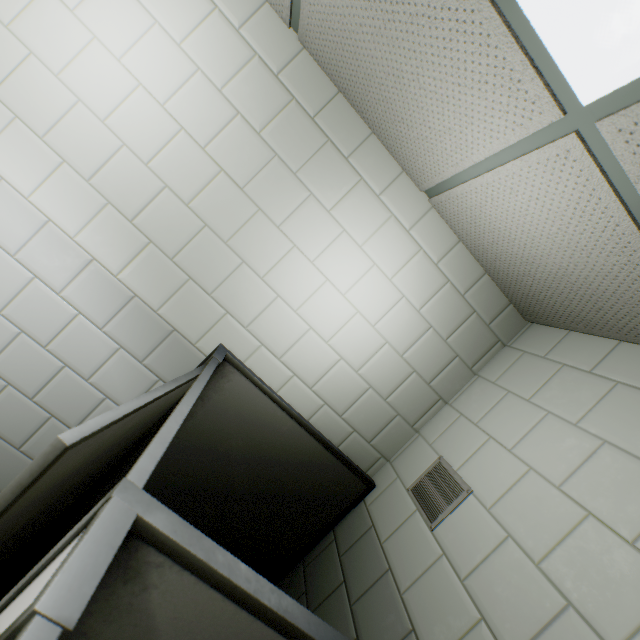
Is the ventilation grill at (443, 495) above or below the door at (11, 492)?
above

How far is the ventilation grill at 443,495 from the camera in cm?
143

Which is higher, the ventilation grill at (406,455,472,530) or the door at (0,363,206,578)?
the ventilation grill at (406,455,472,530)

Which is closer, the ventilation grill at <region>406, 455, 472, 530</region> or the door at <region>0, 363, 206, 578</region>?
the door at <region>0, 363, 206, 578</region>

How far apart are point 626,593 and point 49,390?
2.4 meters

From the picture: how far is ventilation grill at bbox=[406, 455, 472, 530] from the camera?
1.4m
